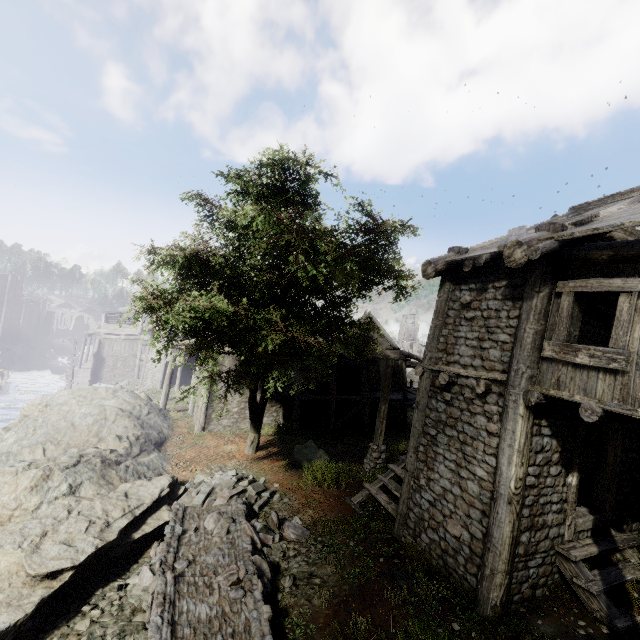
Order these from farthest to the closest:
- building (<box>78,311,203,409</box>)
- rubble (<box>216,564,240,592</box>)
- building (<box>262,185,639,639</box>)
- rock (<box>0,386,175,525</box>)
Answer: building (<box>78,311,203,409</box>) < rock (<box>0,386,175,525</box>) < rubble (<box>216,564,240,592</box>) < building (<box>262,185,639,639</box>)

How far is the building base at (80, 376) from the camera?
39.3m

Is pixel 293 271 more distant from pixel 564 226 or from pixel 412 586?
pixel 412 586

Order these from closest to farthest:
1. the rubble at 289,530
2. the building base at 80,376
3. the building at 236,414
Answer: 1. the rubble at 289,530
2. the building at 236,414
3. the building base at 80,376

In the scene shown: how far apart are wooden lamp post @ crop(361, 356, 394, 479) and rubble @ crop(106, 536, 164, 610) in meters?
6.9 m

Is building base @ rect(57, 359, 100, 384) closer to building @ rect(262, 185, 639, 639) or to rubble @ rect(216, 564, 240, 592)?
building @ rect(262, 185, 639, 639)

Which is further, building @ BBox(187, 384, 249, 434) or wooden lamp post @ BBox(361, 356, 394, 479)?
building @ BBox(187, 384, 249, 434)

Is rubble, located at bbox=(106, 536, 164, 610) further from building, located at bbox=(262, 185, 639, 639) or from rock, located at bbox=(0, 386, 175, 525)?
building, located at bbox=(262, 185, 639, 639)
